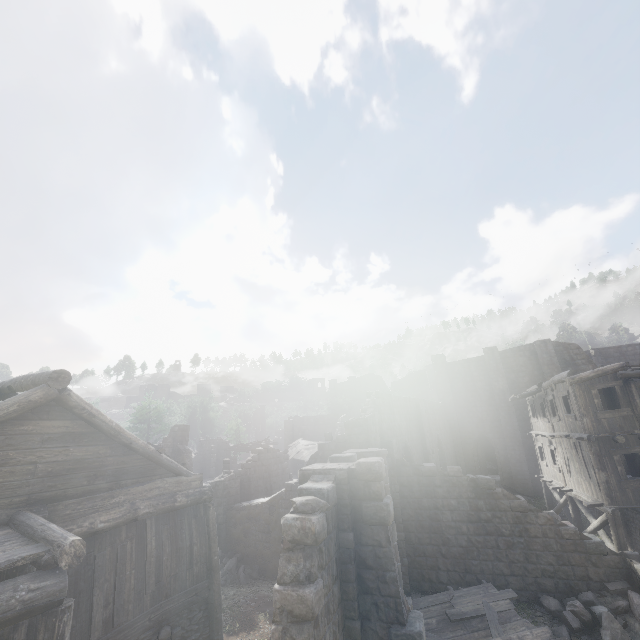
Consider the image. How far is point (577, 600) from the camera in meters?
11.5 m

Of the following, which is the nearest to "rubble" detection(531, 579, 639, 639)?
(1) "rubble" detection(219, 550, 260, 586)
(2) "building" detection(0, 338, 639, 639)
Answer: (2) "building" detection(0, 338, 639, 639)

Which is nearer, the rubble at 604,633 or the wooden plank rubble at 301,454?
the rubble at 604,633

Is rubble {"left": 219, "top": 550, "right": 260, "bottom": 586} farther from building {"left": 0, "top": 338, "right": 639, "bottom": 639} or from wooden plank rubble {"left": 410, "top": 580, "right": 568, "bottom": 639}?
wooden plank rubble {"left": 410, "top": 580, "right": 568, "bottom": 639}

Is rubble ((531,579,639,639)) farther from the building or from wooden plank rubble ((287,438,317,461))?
wooden plank rubble ((287,438,317,461))

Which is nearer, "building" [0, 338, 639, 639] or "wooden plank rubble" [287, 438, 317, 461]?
"building" [0, 338, 639, 639]

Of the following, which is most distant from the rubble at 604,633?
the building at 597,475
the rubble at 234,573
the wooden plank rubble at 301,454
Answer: the wooden plank rubble at 301,454

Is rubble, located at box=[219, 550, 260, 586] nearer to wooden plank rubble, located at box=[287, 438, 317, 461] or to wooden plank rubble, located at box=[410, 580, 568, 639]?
wooden plank rubble, located at box=[410, 580, 568, 639]
